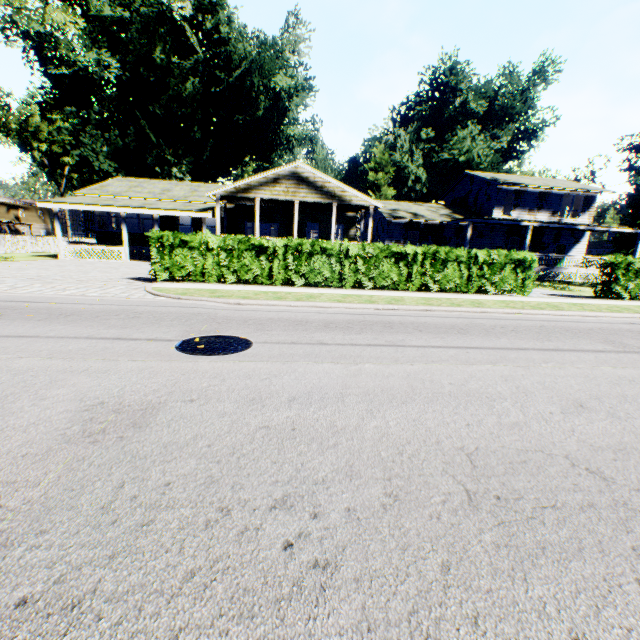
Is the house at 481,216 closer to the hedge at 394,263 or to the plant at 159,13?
the plant at 159,13

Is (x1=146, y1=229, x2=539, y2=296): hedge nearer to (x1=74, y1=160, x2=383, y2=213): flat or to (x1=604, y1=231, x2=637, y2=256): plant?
(x1=74, y1=160, x2=383, y2=213): flat

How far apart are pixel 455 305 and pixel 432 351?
5.0m

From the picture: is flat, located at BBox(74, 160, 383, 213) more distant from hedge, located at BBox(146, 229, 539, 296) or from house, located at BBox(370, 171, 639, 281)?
hedge, located at BBox(146, 229, 539, 296)

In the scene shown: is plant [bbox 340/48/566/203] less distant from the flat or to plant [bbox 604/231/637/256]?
the flat

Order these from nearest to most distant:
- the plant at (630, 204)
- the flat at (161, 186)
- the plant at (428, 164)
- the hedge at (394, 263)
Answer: the hedge at (394, 263), the flat at (161, 186), the plant at (428, 164), the plant at (630, 204)

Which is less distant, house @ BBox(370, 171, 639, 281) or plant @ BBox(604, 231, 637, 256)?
house @ BBox(370, 171, 639, 281)

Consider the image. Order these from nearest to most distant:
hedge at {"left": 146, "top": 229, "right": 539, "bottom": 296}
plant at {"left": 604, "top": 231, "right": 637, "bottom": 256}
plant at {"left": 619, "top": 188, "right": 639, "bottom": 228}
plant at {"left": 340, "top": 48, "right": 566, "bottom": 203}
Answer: hedge at {"left": 146, "top": 229, "right": 539, "bottom": 296} → plant at {"left": 340, "top": 48, "right": 566, "bottom": 203} → plant at {"left": 619, "top": 188, "right": 639, "bottom": 228} → plant at {"left": 604, "top": 231, "right": 637, "bottom": 256}
